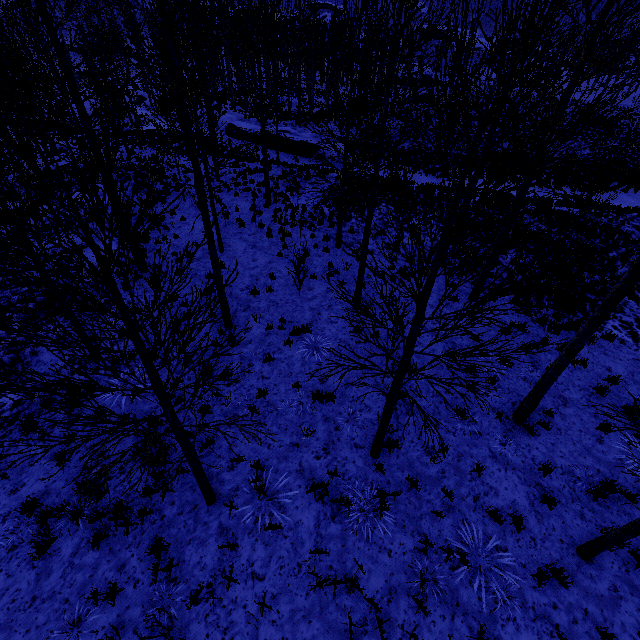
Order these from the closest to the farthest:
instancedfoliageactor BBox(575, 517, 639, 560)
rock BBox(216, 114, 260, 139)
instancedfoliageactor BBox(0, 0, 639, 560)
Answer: instancedfoliageactor BBox(0, 0, 639, 560) < instancedfoliageactor BBox(575, 517, 639, 560) < rock BBox(216, 114, 260, 139)

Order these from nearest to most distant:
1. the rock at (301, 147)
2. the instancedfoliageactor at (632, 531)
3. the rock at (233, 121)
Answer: the instancedfoliageactor at (632, 531) < the rock at (301, 147) < the rock at (233, 121)

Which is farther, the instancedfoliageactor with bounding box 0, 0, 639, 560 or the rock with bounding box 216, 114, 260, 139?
the rock with bounding box 216, 114, 260, 139

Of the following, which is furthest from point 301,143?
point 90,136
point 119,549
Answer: point 119,549

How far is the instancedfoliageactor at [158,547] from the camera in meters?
5.2 m

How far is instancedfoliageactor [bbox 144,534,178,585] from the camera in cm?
521

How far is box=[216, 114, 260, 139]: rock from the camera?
27.8m
